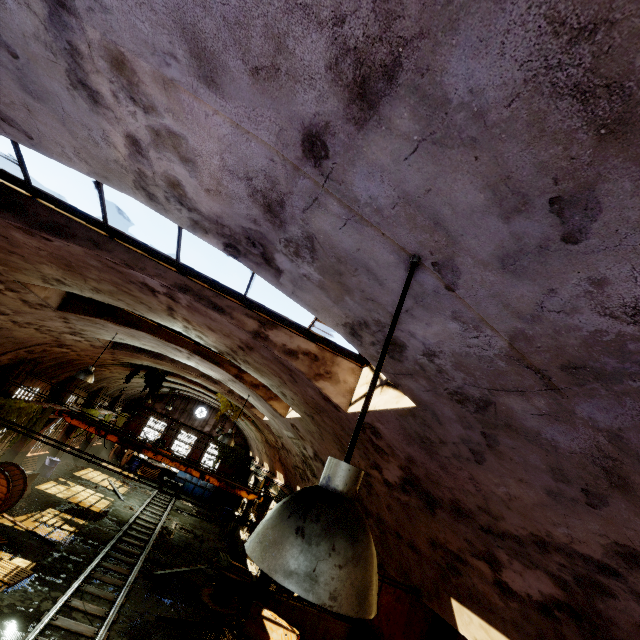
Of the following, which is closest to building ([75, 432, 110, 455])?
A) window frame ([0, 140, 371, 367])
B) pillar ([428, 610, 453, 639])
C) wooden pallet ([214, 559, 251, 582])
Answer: window frame ([0, 140, 371, 367])

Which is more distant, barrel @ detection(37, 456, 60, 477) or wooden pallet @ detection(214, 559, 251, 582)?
barrel @ detection(37, 456, 60, 477)

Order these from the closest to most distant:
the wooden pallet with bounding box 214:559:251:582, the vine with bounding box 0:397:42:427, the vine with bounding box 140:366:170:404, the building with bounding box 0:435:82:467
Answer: the vine with bounding box 0:397:42:427 < the wooden pallet with bounding box 214:559:251:582 < the building with bounding box 0:435:82:467 < the vine with bounding box 140:366:170:404

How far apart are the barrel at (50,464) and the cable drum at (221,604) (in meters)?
11.83

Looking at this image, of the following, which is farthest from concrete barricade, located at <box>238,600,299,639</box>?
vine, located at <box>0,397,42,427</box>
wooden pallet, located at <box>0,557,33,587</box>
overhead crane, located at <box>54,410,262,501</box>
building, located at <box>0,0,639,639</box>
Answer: vine, located at <box>0,397,42,427</box>

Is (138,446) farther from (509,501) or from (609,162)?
(609,162)

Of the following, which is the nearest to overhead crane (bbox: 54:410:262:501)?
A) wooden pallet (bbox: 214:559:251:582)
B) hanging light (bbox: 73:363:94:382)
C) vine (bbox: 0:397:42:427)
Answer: vine (bbox: 0:397:42:427)

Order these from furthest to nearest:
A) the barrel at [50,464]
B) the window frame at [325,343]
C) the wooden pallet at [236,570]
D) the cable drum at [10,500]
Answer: the barrel at [50,464]
the wooden pallet at [236,570]
the cable drum at [10,500]
the window frame at [325,343]
